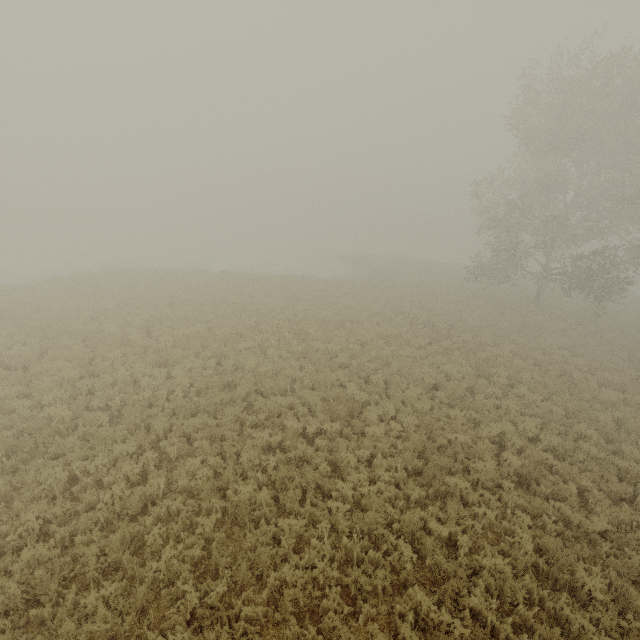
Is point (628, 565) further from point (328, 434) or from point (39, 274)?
point (39, 274)
